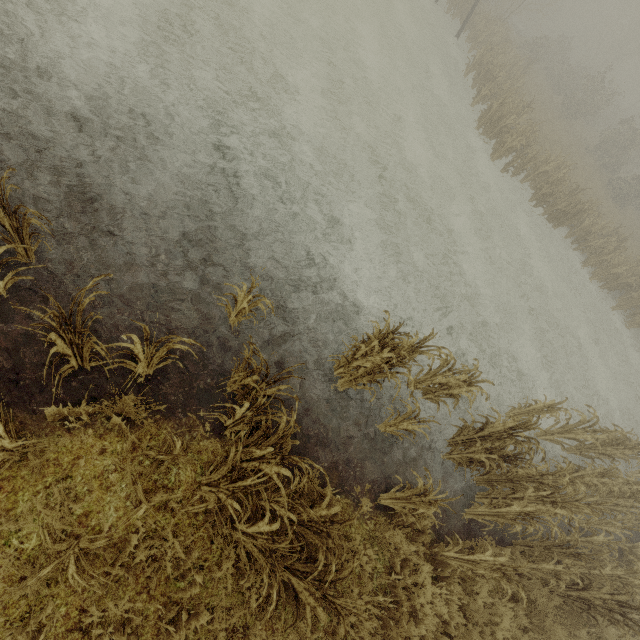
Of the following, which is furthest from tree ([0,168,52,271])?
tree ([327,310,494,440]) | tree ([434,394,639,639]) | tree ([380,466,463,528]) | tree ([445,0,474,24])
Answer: tree ([445,0,474,24])

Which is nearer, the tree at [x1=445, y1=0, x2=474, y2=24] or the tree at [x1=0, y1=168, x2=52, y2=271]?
the tree at [x1=0, y1=168, x2=52, y2=271]

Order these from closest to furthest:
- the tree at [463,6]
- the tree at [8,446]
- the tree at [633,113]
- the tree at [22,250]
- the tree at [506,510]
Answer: the tree at [8,446] < the tree at [22,250] < the tree at [506,510] < the tree at [633,113] < the tree at [463,6]

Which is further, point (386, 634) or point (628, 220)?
point (628, 220)

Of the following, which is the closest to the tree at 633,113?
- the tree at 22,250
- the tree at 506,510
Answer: the tree at 506,510

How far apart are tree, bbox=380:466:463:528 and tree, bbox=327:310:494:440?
1.5m

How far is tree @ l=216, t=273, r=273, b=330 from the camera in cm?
462

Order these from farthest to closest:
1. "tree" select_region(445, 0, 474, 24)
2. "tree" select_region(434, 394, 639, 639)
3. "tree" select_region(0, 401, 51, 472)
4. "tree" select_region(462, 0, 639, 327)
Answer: "tree" select_region(445, 0, 474, 24) < "tree" select_region(462, 0, 639, 327) < "tree" select_region(434, 394, 639, 639) < "tree" select_region(0, 401, 51, 472)
